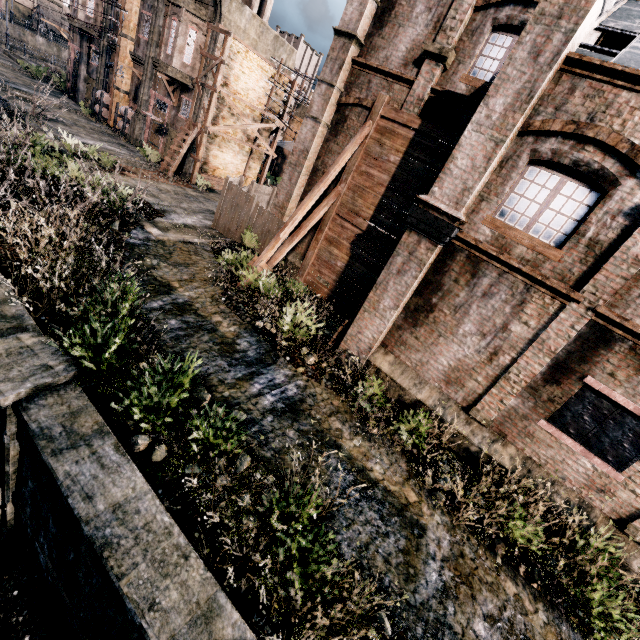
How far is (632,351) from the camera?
7.9 meters

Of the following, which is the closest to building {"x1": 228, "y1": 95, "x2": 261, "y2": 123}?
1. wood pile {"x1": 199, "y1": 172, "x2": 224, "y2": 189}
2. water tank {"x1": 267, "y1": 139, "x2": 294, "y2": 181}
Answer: wood pile {"x1": 199, "y1": 172, "x2": 224, "y2": 189}

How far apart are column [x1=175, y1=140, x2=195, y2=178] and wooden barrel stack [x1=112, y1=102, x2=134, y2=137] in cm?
683

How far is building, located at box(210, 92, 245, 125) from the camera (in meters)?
24.33

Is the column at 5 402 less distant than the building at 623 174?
Yes

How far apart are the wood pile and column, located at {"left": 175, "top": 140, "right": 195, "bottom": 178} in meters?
0.7 m

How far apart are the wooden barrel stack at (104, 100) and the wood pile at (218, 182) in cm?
1299
